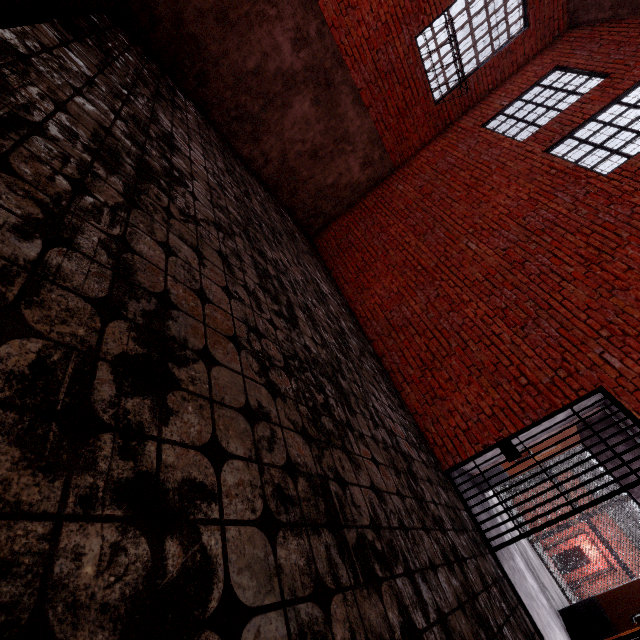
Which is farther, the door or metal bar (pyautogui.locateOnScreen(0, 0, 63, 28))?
the door

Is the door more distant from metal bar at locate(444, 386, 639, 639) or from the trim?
the trim

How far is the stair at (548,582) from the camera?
6.0 meters

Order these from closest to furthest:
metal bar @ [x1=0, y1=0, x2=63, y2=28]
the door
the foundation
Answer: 1. metal bar @ [x1=0, y1=0, x2=63, y2=28]
2. the door
3. the foundation

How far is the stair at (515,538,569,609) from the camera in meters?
6.0 m

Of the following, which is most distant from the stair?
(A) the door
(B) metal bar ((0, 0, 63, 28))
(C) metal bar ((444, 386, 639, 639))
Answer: (B) metal bar ((0, 0, 63, 28))

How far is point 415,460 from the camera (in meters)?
3.78

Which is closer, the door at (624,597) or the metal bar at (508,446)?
the metal bar at (508,446)
